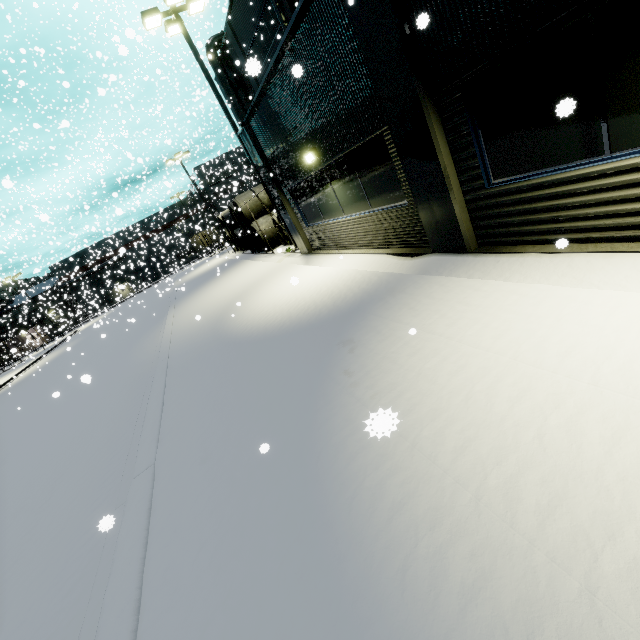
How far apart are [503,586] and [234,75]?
30.1 meters

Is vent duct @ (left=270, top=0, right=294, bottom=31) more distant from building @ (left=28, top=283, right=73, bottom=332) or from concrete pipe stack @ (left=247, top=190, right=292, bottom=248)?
concrete pipe stack @ (left=247, top=190, right=292, bottom=248)

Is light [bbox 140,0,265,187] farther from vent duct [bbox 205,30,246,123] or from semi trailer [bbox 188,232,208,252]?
semi trailer [bbox 188,232,208,252]

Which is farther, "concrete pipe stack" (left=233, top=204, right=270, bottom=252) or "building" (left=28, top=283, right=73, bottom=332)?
"building" (left=28, top=283, right=73, bottom=332)

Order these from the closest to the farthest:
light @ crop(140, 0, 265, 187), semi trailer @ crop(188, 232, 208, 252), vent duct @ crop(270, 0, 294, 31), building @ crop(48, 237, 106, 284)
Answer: light @ crop(140, 0, 265, 187), vent duct @ crop(270, 0, 294, 31), building @ crop(48, 237, 106, 284), semi trailer @ crop(188, 232, 208, 252)

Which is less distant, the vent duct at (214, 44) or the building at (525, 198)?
the building at (525, 198)

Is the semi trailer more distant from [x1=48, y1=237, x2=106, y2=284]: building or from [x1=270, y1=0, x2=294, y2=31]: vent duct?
[x1=270, y1=0, x2=294, y2=31]: vent duct

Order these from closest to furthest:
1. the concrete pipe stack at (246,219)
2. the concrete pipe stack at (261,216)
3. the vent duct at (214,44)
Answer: the concrete pipe stack at (261,216) < the concrete pipe stack at (246,219) < the vent duct at (214,44)
